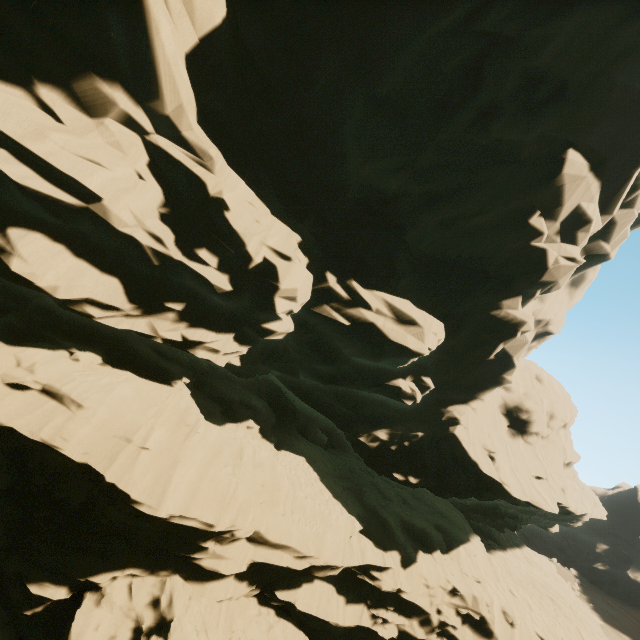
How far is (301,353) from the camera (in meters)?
18.64
